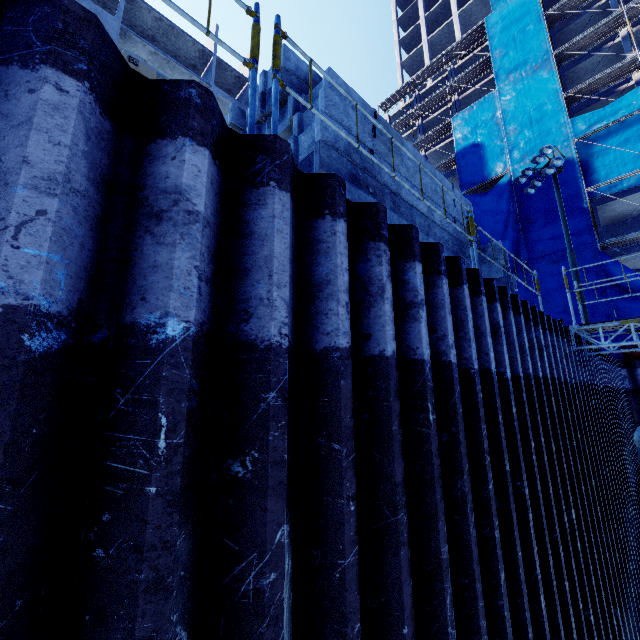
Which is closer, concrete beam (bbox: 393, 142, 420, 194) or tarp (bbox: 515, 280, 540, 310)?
concrete beam (bbox: 393, 142, 420, 194)

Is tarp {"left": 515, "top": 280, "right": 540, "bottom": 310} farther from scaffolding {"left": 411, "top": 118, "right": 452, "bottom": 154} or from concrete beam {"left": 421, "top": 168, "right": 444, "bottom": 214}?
concrete beam {"left": 421, "top": 168, "right": 444, "bottom": 214}

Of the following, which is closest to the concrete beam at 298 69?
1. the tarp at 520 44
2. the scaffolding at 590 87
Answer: the tarp at 520 44

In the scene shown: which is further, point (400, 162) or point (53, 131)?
point (400, 162)

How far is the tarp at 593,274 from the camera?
19.56m

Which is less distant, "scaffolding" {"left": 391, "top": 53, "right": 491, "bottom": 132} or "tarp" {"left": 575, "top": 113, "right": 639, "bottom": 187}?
"tarp" {"left": 575, "top": 113, "right": 639, "bottom": 187}

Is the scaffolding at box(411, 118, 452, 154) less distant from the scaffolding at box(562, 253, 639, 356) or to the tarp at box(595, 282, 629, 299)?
the tarp at box(595, 282, 629, 299)
